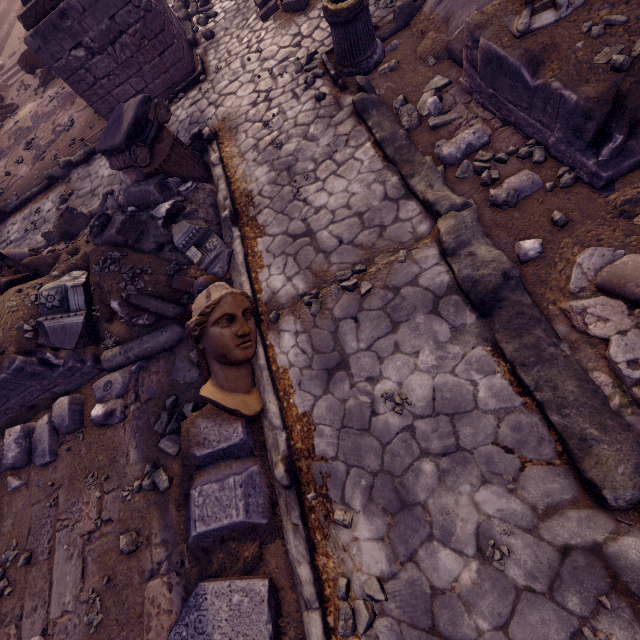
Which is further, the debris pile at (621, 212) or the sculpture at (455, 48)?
the sculpture at (455, 48)

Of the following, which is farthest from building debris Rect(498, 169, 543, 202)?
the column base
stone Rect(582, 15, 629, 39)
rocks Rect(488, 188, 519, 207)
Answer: the column base

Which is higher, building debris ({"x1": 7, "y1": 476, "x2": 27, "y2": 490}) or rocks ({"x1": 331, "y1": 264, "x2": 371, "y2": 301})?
building debris ({"x1": 7, "y1": 476, "x2": 27, "y2": 490})

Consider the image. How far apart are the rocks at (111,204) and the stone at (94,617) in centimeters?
576cm

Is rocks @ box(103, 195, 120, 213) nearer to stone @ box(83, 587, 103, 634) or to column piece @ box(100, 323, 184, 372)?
column piece @ box(100, 323, 184, 372)

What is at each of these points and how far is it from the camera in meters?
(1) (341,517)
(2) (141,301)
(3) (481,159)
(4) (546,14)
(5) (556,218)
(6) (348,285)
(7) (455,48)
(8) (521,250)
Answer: (1) rocks, 2.8
(2) column piece, 4.0
(3) stone, 3.6
(4) sculpture, 3.0
(5) stone, 2.9
(6) rocks, 3.6
(7) sculpture, 4.2
(8) building debris, 3.0

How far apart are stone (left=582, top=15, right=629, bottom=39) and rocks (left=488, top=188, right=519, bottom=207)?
1.30m

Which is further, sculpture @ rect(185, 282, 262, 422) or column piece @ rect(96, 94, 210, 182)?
column piece @ rect(96, 94, 210, 182)
